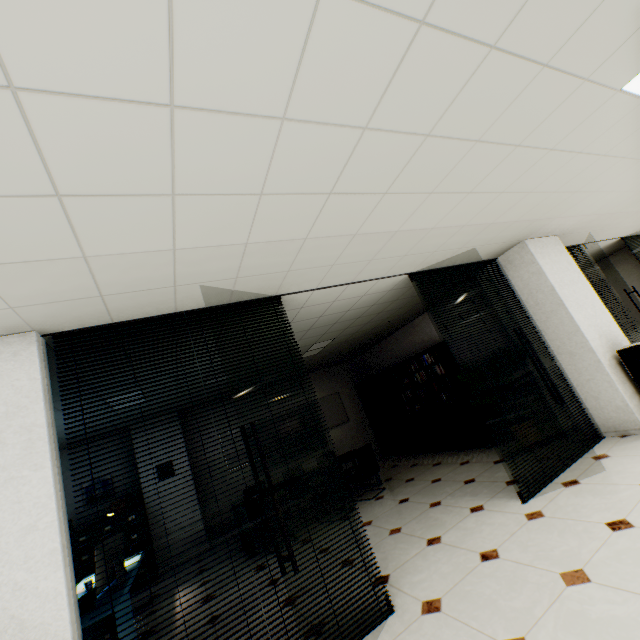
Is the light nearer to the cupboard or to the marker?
the cupboard

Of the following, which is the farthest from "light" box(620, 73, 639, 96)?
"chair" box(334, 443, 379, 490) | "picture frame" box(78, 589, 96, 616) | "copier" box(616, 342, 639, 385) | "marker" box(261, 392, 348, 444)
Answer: "marker" box(261, 392, 348, 444)

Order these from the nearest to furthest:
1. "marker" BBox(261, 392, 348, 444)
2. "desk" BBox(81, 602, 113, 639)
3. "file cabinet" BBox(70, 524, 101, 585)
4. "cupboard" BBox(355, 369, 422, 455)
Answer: "desk" BBox(81, 602, 113, 639) < "file cabinet" BBox(70, 524, 101, 585) < "cupboard" BBox(355, 369, 422, 455) < "marker" BBox(261, 392, 348, 444)

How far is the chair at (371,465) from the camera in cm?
579

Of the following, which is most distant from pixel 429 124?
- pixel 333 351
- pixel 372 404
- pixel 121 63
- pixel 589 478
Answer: pixel 372 404

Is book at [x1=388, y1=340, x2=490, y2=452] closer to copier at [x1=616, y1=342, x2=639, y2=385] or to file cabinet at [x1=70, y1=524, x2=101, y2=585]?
→ copier at [x1=616, y1=342, x2=639, y2=385]

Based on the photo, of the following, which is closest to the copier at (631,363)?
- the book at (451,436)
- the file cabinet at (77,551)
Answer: the book at (451,436)
